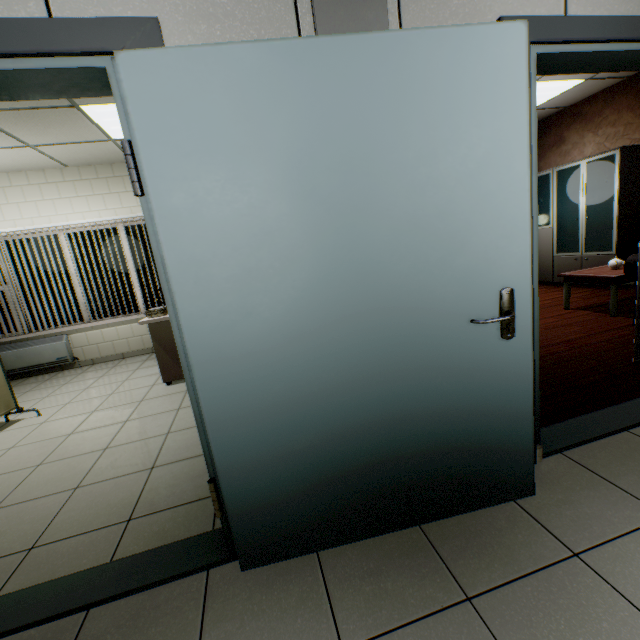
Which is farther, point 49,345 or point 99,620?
point 49,345

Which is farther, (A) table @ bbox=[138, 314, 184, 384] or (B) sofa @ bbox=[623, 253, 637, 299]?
(A) table @ bbox=[138, 314, 184, 384]

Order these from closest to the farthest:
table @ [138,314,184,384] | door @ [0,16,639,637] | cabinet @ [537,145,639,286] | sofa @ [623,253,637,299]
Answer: door @ [0,16,639,637] < sofa @ [623,253,637,299] < table @ [138,314,184,384] < cabinet @ [537,145,639,286]

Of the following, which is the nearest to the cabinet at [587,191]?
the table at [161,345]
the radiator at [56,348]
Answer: the table at [161,345]

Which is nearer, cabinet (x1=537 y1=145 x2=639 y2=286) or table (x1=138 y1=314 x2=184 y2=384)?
table (x1=138 y1=314 x2=184 y2=384)

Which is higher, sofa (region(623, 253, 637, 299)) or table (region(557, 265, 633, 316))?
sofa (region(623, 253, 637, 299))

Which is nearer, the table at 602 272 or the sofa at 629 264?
the sofa at 629 264

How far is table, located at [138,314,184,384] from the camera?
3.9 meters
